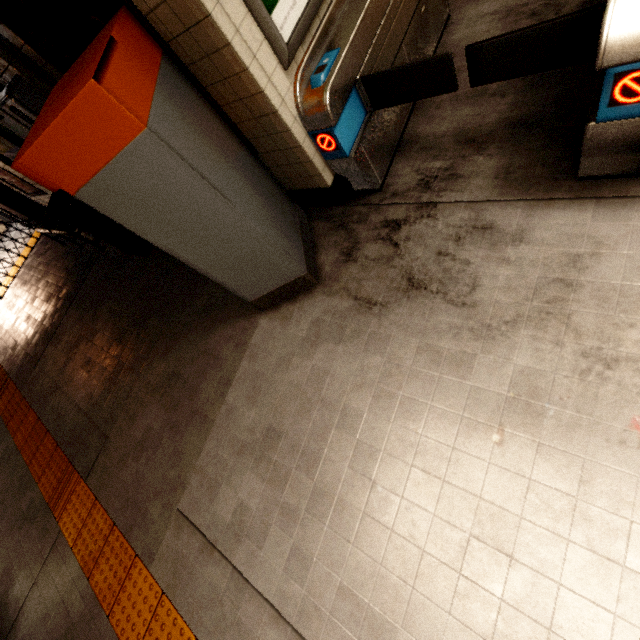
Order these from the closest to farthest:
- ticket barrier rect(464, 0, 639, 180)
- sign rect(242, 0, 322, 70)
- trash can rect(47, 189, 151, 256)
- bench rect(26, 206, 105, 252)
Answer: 1. ticket barrier rect(464, 0, 639, 180)
2. sign rect(242, 0, 322, 70)
3. trash can rect(47, 189, 151, 256)
4. bench rect(26, 206, 105, 252)

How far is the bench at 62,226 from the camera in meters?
5.4

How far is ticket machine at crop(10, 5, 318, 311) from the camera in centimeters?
150cm

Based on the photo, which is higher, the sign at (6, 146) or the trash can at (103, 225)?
the sign at (6, 146)

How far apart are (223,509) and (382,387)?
1.6 meters

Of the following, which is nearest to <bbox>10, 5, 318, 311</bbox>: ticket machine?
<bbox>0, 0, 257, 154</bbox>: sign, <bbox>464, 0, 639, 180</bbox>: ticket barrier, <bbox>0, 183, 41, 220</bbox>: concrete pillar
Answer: <bbox>0, 0, 257, 154</bbox>: sign

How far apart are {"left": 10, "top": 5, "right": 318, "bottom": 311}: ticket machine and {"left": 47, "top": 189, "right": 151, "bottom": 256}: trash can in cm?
224

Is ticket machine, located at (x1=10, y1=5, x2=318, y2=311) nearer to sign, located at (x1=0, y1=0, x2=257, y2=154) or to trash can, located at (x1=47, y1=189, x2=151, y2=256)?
sign, located at (x1=0, y1=0, x2=257, y2=154)
